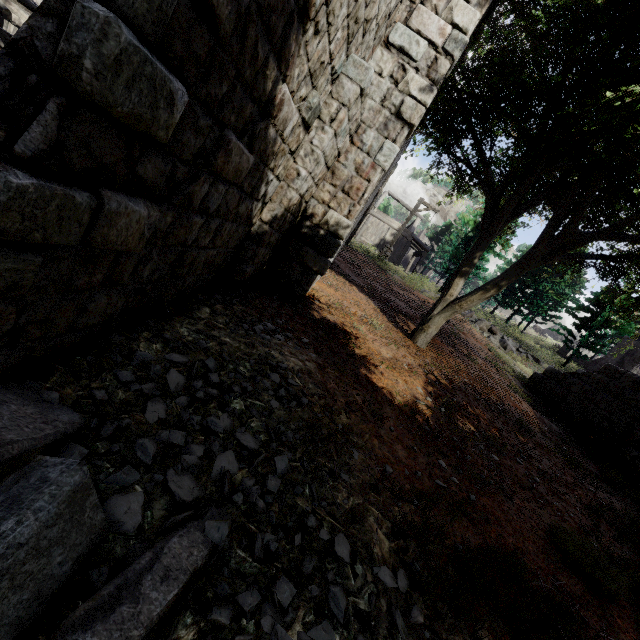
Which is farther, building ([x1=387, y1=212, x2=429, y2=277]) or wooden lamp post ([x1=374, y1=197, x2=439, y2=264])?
building ([x1=387, y1=212, x2=429, y2=277])

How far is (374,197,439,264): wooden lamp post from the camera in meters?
18.3

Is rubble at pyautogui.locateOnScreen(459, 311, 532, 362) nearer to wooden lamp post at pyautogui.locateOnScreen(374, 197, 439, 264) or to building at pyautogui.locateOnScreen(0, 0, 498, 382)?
wooden lamp post at pyautogui.locateOnScreen(374, 197, 439, 264)

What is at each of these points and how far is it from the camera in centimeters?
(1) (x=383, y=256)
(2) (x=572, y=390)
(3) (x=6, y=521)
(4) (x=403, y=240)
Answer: (1) wooden lamp post, 2105cm
(2) building, 1109cm
(3) rubble, 129cm
(4) building, 3266cm

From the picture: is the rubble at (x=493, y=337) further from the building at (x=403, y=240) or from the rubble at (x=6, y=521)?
the rubble at (x=6, y=521)

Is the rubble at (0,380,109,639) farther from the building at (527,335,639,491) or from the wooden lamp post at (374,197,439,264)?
the wooden lamp post at (374,197,439,264)

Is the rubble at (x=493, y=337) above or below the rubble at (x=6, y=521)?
above

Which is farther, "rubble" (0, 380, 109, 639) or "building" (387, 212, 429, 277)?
"building" (387, 212, 429, 277)
